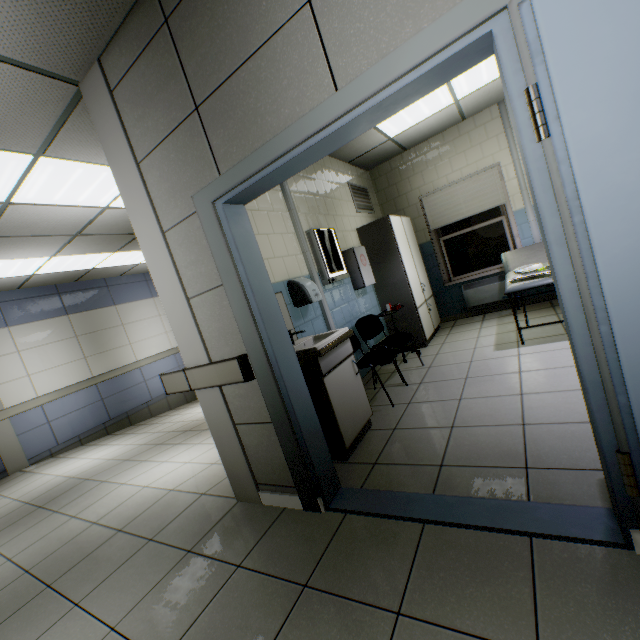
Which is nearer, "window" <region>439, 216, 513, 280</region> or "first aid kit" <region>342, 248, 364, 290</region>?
"first aid kit" <region>342, 248, 364, 290</region>

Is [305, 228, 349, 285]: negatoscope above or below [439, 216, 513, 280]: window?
above

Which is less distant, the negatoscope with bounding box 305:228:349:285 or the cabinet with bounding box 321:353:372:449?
the cabinet with bounding box 321:353:372:449

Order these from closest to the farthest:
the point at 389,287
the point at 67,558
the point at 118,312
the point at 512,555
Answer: the point at 512,555
the point at 67,558
the point at 389,287
the point at 118,312

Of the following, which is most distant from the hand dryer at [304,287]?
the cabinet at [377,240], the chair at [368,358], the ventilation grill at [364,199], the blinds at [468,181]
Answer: the blinds at [468,181]

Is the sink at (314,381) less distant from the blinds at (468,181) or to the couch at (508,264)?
the couch at (508,264)

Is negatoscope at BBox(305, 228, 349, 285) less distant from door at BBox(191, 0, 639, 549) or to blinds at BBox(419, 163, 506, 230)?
door at BBox(191, 0, 639, 549)

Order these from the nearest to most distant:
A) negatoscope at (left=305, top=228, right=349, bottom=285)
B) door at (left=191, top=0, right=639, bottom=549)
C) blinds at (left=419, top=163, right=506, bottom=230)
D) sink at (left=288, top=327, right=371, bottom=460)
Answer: door at (left=191, top=0, right=639, bottom=549)
sink at (left=288, top=327, right=371, bottom=460)
negatoscope at (left=305, top=228, right=349, bottom=285)
blinds at (left=419, top=163, right=506, bottom=230)
